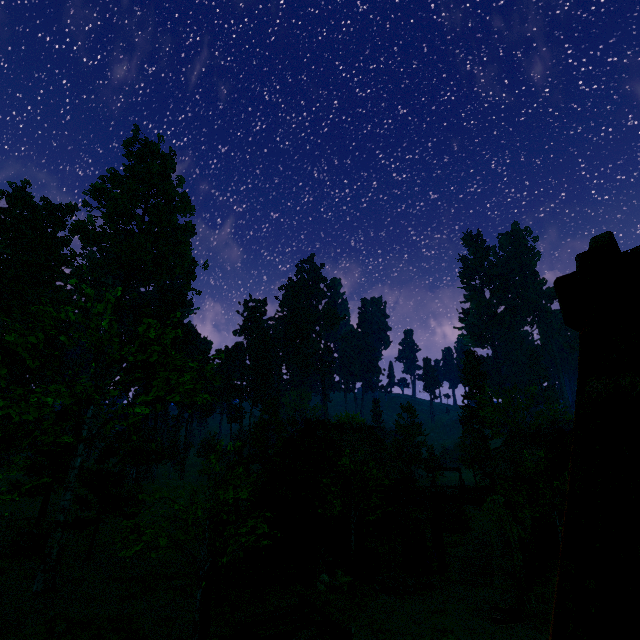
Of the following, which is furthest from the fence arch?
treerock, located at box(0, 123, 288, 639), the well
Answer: the well

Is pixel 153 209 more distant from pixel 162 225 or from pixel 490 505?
pixel 490 505

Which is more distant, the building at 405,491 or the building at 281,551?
the building at 405,491

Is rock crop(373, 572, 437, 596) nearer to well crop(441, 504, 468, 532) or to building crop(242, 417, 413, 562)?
building crop(242, 417, 413, 562)

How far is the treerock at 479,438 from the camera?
42.4m

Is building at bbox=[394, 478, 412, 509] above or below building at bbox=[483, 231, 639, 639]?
below

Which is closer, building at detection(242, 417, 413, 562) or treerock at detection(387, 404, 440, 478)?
building at detection(242, 417, 413, 562)

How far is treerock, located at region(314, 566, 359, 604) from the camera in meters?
12.8 m
